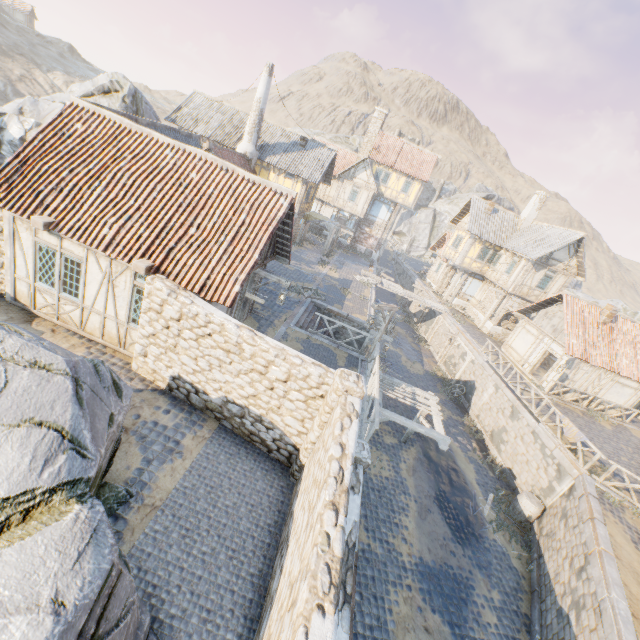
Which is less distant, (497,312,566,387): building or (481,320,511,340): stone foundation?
(497,312,566,387): building

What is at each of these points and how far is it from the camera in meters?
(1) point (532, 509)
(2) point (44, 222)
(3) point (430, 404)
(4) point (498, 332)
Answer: (1) barrel, 14.1 m
(2) wooden beam, 8.4 m
(3) awning, 14.4 m
(4) stone foundation, 28.0 m

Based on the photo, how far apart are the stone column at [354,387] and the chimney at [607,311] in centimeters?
2157cm

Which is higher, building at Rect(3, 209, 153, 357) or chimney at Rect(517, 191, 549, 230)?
chimney at Rect(517, 191, 549, 230)

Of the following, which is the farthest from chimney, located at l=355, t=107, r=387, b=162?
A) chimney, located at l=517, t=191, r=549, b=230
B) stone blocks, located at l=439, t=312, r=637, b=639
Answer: chimney, located at l=517, t=191, r=549, b=230

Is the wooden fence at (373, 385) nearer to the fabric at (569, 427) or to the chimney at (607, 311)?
the fabric at (569, 427)

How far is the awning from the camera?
12.6 meters

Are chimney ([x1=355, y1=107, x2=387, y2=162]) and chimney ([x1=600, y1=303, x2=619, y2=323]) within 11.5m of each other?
no
